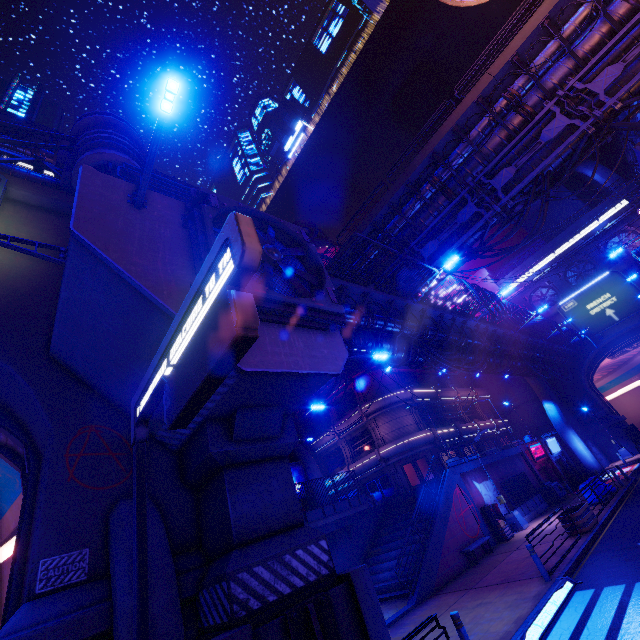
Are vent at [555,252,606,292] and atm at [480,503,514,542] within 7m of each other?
no

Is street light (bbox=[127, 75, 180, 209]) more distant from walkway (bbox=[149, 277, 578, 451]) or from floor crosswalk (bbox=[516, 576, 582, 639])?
floor crosswalk (bbox=[516, 576, 582, 639])

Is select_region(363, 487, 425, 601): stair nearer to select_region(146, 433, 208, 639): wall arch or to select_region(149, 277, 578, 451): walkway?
select_region(149, 277, 578, 451): walkway

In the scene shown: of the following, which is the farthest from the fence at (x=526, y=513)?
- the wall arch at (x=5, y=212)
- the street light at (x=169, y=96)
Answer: the street light at (x=169, y=96)

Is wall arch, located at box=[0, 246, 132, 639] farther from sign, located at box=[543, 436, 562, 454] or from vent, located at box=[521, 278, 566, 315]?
vent, located at box=[521, 278, 566, 315]

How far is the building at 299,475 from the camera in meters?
28.8

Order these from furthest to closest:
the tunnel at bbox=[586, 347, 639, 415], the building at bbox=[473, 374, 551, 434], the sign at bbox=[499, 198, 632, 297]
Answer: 1. the building at bbox=[473, 374, 551, 434]
2. the tunnel at bbox=[586, 347, 639, 415]
3. the sign at bbox=[499, 198, 632, 297]

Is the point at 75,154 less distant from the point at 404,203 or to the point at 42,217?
the point at 42,217
